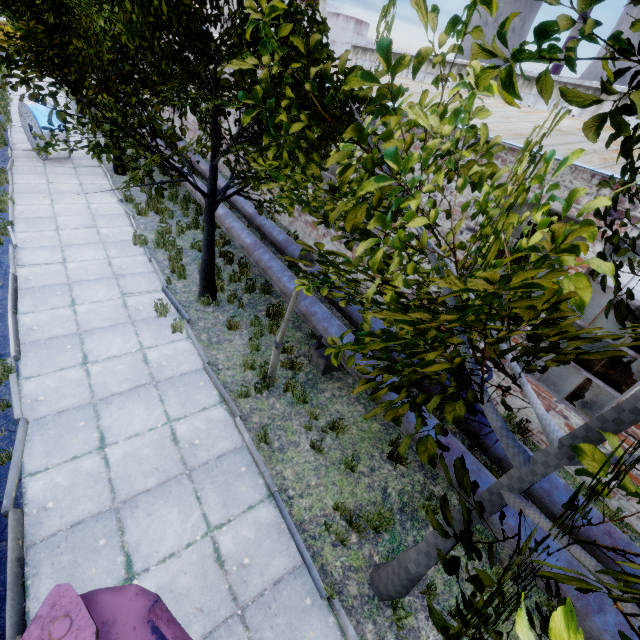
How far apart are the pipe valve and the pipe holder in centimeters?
118cm

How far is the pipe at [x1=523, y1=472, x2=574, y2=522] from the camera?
4.72m

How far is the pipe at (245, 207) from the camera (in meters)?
9.26

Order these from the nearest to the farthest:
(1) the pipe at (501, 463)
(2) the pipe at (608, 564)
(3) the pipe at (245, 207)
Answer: (2) the pipe at (608, 564), (1) the pipe at (501, 463), (3) the pipe at (245, 207)

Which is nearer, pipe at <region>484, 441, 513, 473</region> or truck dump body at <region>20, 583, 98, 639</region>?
truck dump body at <region>20, 583, 98, 639</region>

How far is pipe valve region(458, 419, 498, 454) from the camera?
5.4m

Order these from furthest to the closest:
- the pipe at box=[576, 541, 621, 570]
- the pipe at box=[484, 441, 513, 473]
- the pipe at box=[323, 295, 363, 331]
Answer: the pipe at box=[323, 295, 363, 331], the pipe at box=[484, 441, 513, 473], the pipe at box=[576, 541, 621, 570]

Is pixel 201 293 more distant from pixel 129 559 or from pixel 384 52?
pixel 384 52
